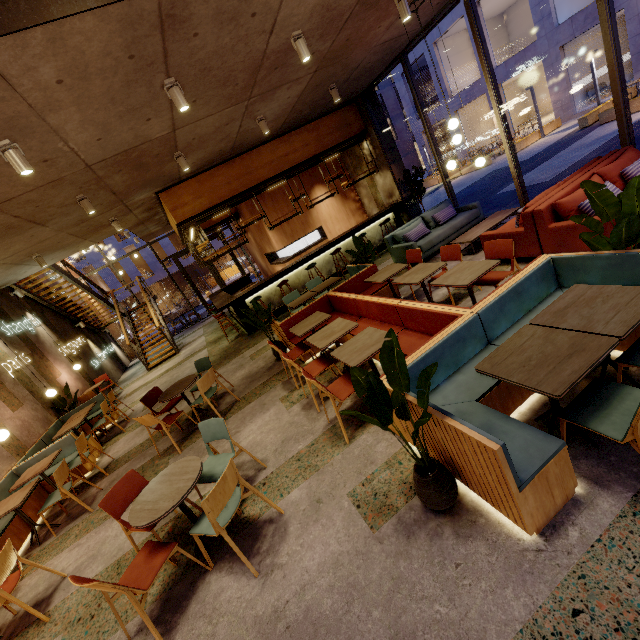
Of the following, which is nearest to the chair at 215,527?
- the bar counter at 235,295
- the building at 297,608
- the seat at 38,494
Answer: the building at 297,608

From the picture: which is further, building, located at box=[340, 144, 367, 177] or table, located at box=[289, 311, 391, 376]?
building, located at box=[340, 144, 367, 177]

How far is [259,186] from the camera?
9.34m

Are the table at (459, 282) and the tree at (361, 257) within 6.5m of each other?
yes

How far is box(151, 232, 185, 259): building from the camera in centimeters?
3142cm

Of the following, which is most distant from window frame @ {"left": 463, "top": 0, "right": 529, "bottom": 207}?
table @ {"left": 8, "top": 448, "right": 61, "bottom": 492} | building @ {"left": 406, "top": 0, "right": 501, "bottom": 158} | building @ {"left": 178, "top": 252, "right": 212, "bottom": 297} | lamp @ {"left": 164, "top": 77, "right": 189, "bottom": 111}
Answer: building @ {"left": 178, "top": 252, "right": 212, "bottom": 297}

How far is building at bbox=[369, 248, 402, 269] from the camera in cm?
933

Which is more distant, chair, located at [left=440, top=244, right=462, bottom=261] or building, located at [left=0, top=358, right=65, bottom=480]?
building, located at [left=0, top=358, right=65, bottom=480]
